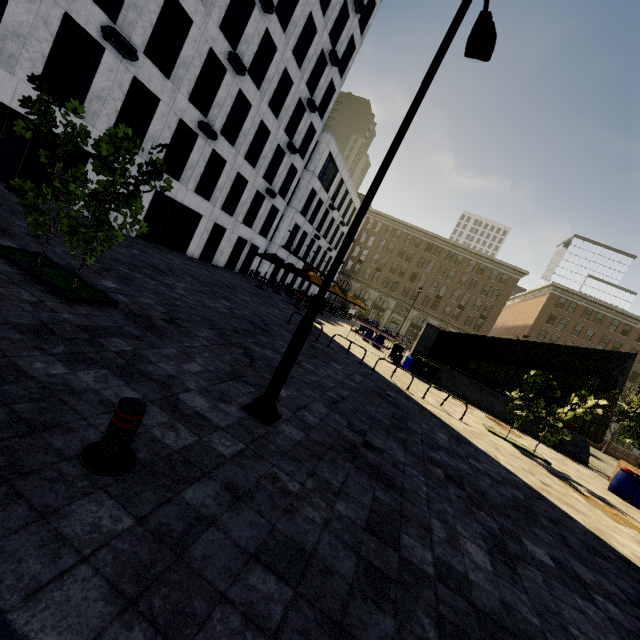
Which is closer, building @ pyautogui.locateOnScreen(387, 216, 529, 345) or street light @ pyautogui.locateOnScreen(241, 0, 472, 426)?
street light @ pyautogui.locateOnScreen(241, 0, 472, 426)

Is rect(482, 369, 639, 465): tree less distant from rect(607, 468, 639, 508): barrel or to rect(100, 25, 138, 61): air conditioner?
rect(607, 468, 639, 508): barrel

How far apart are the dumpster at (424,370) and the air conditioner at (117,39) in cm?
1946

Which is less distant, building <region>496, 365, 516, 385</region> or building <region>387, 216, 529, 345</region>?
building <region>496, 365, 516, 385</region>

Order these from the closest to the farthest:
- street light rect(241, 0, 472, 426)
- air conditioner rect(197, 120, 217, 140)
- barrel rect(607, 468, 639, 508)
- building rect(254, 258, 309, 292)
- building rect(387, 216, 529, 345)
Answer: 1. street light rect(241, 0, 472, 426)
2. barrel rect(607, 468, 639, 508)
3. air conditioner rect(197, 120, 217, 140)
4. building rect(254, 258, 309, 292)
5. building rect(387, 216, 529, 345)

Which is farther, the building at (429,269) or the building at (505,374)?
the building at (429,269)

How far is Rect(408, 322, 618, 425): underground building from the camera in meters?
18.7

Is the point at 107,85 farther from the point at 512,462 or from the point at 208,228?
the point at 512,462
